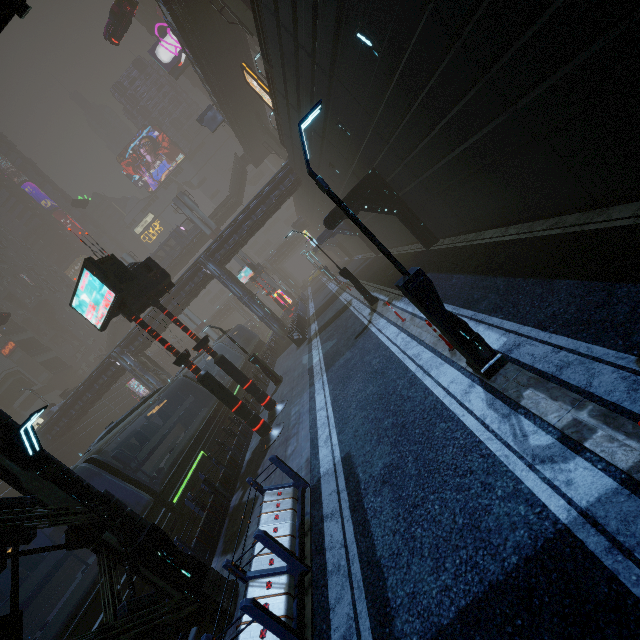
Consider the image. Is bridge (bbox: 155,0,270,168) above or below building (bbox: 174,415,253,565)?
above

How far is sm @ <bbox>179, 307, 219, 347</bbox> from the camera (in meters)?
56.47

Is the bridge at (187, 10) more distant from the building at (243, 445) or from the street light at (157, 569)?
the street light at (157, 569)

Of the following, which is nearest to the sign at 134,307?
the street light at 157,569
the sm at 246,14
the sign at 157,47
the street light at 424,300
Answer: the street light at 157,569

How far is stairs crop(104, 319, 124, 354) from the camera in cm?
5737

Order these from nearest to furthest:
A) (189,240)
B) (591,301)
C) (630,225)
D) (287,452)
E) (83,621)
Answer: (591,301) → (630,225) → (83,621) → (287,452) → (189,240)

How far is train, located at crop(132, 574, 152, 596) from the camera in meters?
8.6 m

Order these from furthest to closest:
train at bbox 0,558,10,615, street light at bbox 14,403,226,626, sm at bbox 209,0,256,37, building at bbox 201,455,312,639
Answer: sm at bbox 209,0,256,37, train at bbox 0,558,10,615, street light at bbox 14,403,226,626, building at bbox 201,455,312,639
